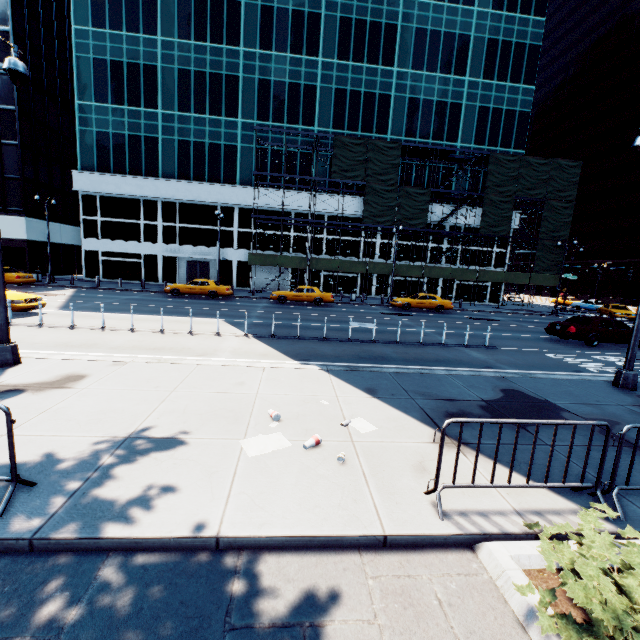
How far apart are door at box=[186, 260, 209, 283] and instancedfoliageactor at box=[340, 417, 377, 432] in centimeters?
3295cm

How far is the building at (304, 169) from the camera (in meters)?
34.41

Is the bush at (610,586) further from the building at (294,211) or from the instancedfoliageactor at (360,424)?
the building at (294,211)

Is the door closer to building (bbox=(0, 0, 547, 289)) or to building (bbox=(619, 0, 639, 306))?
building (bbox=(0, 0, 547, 289))

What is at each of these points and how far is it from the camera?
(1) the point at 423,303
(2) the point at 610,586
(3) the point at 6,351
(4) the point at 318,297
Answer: (1) vehicle, 27.5m
(2) bush, 2.6m
(3) light, 7.5m
(4) vehicle, 26.4m

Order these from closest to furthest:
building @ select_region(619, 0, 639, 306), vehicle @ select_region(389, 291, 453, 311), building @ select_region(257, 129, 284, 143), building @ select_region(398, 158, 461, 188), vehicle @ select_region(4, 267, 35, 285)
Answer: vehicle @ select_region(4, 267, 35, 285)
vehicle @ select_region(389, 291, 453, 311)
building @ select_region(257, 129, 284, 143)
building @ select_region(398, 158, 461, 188)
building @ select_region(619, 0, 639, 306)

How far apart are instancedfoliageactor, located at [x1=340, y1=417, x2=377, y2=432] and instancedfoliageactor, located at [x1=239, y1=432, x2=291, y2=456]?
1.1 meters

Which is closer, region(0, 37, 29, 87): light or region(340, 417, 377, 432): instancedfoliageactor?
region(340, 417, 377, 432): instancedfoliageactor
